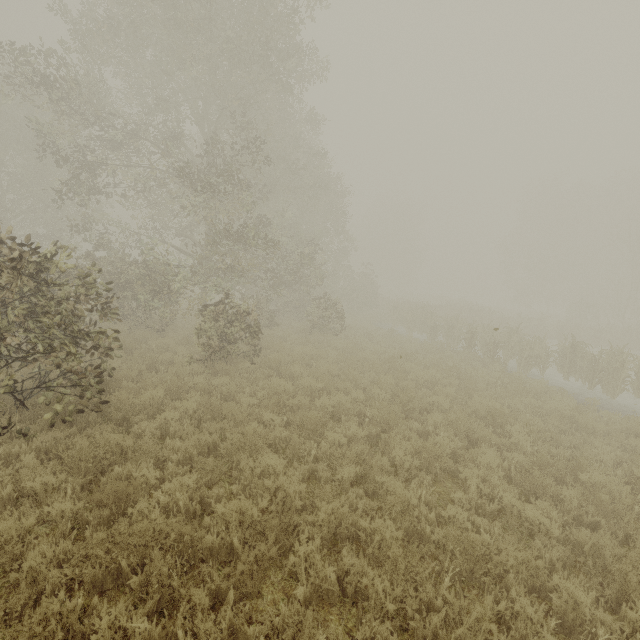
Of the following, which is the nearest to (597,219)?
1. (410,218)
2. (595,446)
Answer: (410,218)
